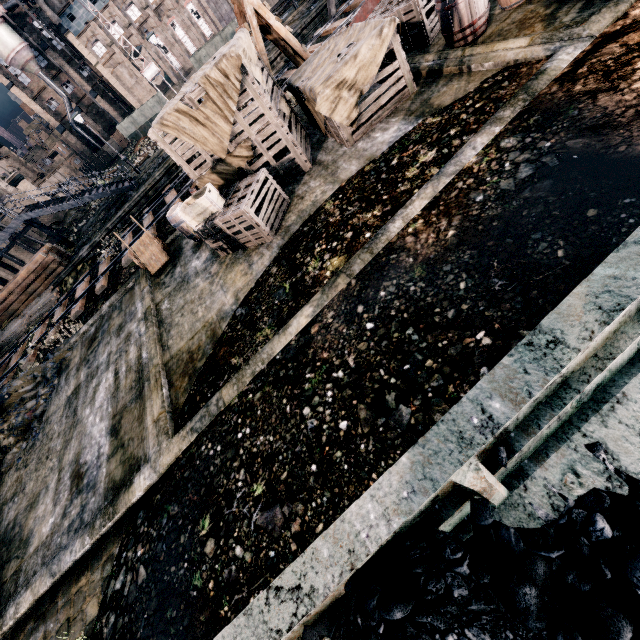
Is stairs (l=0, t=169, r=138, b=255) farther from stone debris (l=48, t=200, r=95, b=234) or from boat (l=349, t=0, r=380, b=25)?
boat (l=349, t=0, r=380, b=25)

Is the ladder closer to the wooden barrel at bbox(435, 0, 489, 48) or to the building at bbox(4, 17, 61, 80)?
the wooden barrel at bbox(435, 0, 489, 48)

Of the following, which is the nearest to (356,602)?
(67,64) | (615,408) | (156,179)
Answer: (615,408)

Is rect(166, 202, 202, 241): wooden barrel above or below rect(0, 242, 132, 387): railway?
above

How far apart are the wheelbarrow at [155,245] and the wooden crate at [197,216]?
3.7m

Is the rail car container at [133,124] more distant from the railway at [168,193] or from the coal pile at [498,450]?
the coal pile at [498,450]

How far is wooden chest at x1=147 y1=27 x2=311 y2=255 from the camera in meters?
8.6 m

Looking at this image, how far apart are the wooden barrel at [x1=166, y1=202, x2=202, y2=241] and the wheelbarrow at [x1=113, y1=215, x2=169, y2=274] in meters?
1.2
